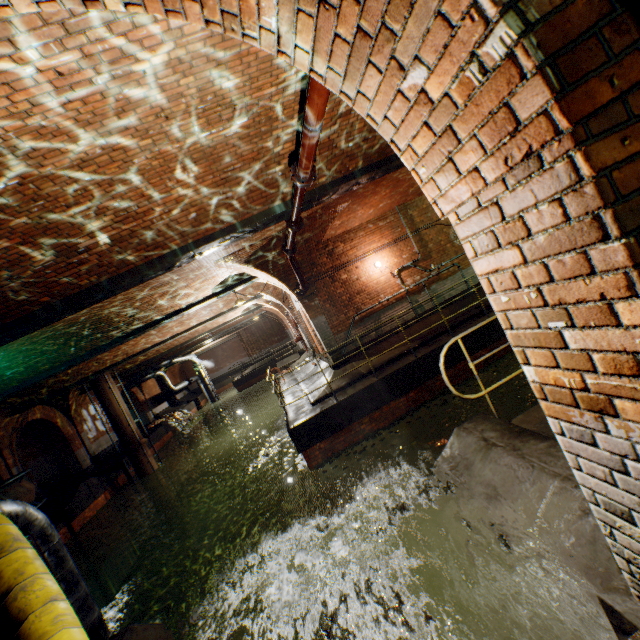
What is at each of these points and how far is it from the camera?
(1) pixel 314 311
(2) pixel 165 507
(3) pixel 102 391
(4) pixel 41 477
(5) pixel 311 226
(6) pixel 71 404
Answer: (1) support arch, 10.6 meters
(2) pipe, 16.5 meters
(3) pipe, 16.3 meters
(4) building tunnel, 18.4 meters
(5) support arch, 9.2 meters
(6) support arch, 18.3 meters

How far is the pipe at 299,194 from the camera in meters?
5.0 m

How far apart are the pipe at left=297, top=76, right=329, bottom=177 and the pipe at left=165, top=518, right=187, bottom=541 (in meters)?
18.71

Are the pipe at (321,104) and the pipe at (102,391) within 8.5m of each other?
no

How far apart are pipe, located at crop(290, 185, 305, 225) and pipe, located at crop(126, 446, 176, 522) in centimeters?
1575cm

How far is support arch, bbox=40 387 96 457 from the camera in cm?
1760

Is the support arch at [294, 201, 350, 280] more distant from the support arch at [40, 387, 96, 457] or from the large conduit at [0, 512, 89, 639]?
the support arch at [40, 387, 96, 457]

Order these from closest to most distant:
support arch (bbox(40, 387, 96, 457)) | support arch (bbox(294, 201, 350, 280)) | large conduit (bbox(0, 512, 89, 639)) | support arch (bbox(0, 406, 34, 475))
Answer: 1. large conduit (bbox(0, 512, 89, 639))
2. support arch (bbox(294, 201, 350, 280))
3. support arch (bbox(0, 406, 34, 475))
4. support arch (bbox(40, 387, 96, 457))
